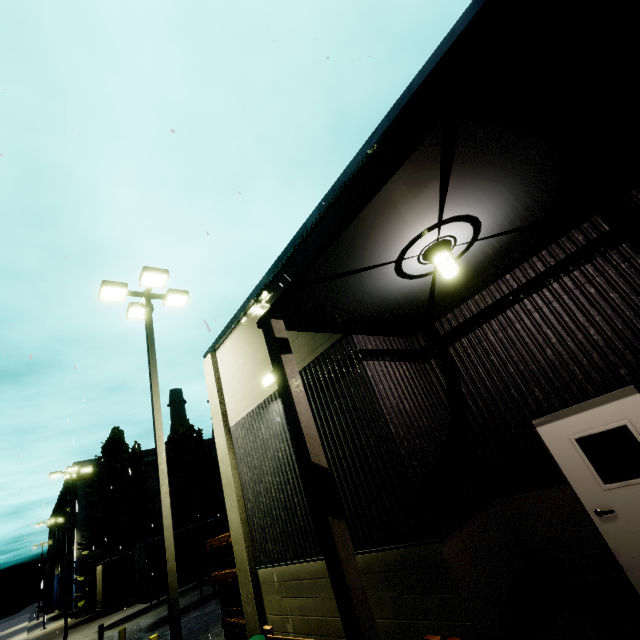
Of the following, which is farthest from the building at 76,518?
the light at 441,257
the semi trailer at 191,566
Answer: the light at 441,257

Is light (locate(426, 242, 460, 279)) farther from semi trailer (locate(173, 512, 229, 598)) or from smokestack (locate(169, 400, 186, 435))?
smokestack (locate(169, 400, 186, 435))

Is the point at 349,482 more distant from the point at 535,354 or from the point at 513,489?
the point at 535,354

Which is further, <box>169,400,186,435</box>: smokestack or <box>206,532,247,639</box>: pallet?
<box>169,400,186,435</box>: smokestack

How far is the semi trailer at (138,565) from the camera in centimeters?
1570cm

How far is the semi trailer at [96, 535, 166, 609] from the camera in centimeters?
1570cm

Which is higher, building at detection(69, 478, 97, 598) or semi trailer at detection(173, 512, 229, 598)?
building at detection(69, 478, 97, 598)

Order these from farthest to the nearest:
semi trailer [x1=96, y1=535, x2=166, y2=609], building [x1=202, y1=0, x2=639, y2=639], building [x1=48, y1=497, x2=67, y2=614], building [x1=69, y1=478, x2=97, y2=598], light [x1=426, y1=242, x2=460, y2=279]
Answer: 1. building [x1=48, y1=497, x2=67, y2=614]
2. building [x1=69, y1=478, x2=97, y2=598]
3. semi trailer [x1=96, y1=535, x2=166, y2=609]
4. light [x1=426, y1=242, x2=460, y2=279]
5. building [x1=202, y1=0, x2=639, y2=639]
